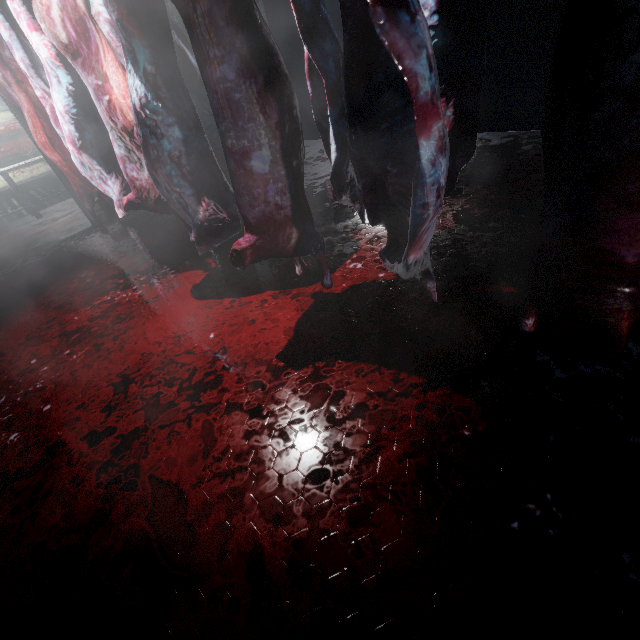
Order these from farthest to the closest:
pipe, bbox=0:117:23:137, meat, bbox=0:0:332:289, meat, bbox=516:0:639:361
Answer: pipe, bbox=0:117:23:137 < meat, bbox=0:0:332:289 < meat, bbox=516:0:639:361

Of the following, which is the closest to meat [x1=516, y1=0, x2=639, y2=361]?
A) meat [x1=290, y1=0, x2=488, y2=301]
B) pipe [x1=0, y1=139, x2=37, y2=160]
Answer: meat [x1=290, y1=0, x2=488, y2=301]

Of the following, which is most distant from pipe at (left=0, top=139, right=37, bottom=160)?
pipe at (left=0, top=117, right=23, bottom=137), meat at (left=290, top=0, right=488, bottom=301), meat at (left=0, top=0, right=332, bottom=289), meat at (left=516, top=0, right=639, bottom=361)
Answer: meat at (left=516, top=0, right=639, bottom=361)

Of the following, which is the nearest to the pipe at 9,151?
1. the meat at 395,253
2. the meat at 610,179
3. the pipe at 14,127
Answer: the pipe at 14,127

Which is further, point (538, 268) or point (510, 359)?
point (510, 359)

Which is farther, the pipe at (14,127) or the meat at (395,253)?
the pipe at (14,127)

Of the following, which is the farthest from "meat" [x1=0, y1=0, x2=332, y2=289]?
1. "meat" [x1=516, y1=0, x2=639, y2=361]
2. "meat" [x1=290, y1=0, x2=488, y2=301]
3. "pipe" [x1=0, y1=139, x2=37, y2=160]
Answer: "pipe" [x1=0, y1=139, x2=37, y2=160]

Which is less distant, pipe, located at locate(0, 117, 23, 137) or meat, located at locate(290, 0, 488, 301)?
meat, located at locate(290, 0, 488, 301)
